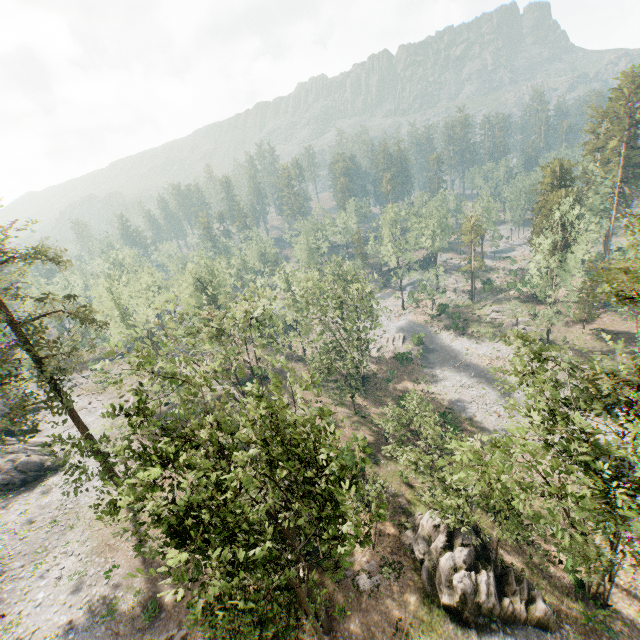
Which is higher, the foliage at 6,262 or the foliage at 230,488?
the foliage at 6,262

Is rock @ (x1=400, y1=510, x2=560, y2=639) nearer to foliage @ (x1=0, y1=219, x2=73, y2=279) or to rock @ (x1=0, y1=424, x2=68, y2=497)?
foliage @ (x1=0, y1=219, x2=73, y2=279)

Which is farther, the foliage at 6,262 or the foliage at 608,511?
the foliage at 6,262

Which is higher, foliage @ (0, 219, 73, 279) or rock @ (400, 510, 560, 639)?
foliage @ (0, 219, 73, 279)

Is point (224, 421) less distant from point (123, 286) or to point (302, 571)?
point (302, 571)

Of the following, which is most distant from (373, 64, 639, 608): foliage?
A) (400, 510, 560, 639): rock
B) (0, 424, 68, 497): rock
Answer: (400, 510, 560, 639): rock

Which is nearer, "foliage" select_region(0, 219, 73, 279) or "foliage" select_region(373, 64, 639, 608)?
"foliage" select_region(373, 64, 639, 608)
